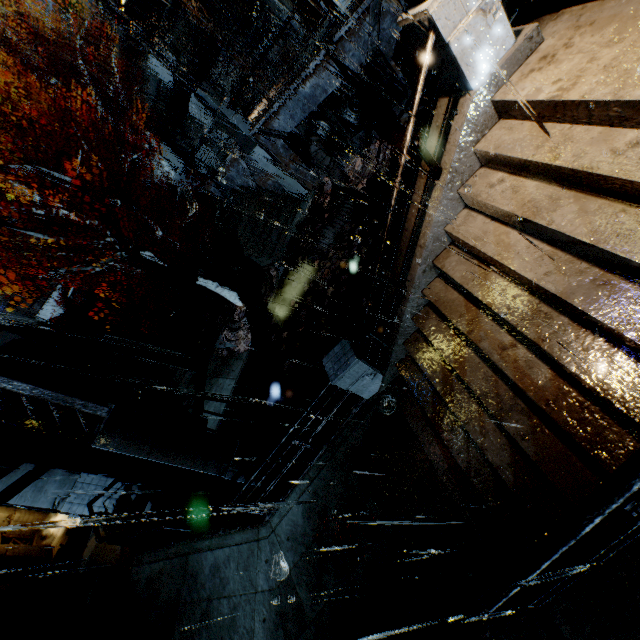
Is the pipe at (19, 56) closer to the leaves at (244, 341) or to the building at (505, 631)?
the building at (505, 631)

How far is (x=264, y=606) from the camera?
7.1 meters

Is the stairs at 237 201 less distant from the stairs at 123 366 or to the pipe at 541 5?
the stairs at 123 366

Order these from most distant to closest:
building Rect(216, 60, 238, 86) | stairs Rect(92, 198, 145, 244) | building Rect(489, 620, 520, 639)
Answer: building Rect(216, 60, 238, 86)
stairs Rect(92, 198, 145, 244)
building Rect(489, 620, 520, 639)

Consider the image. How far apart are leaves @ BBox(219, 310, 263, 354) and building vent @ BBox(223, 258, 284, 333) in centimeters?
0cm

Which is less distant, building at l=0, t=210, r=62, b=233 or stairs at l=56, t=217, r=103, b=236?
stairs at l=56, t=217, r=103, b=236

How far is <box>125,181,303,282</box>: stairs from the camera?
18.1 meters

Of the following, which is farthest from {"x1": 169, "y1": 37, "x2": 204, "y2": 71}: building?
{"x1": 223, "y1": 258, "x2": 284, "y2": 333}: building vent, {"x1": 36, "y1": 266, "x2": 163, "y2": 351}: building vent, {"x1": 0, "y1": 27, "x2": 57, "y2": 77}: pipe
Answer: {"x1": 223, "y1": 258, "x2": 284, "y2": 333}: building vent
